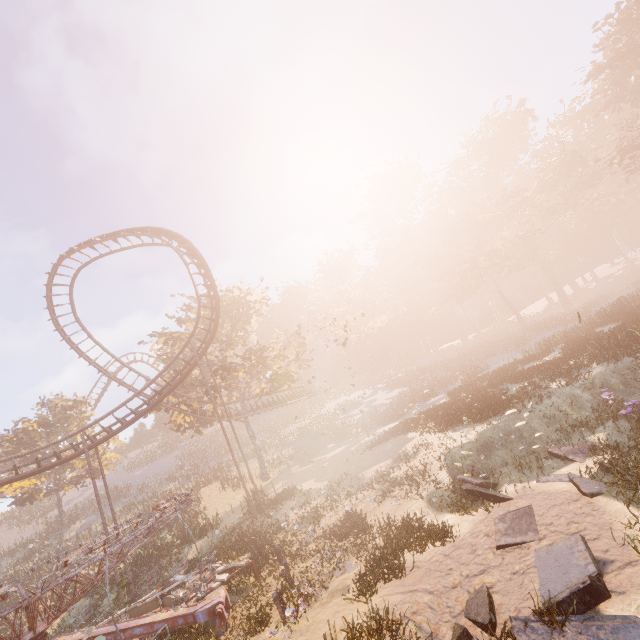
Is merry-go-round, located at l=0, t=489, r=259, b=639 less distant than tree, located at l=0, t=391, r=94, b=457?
Yes

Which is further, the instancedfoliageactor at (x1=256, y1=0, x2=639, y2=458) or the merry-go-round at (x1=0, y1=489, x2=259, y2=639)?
the instancedfoliageactor at (x1=256, y1=0, x2=639, y2=458)

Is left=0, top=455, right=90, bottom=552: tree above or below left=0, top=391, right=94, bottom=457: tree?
below

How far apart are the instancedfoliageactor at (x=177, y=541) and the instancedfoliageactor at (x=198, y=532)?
2.9 meters

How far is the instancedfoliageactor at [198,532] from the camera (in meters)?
21.43

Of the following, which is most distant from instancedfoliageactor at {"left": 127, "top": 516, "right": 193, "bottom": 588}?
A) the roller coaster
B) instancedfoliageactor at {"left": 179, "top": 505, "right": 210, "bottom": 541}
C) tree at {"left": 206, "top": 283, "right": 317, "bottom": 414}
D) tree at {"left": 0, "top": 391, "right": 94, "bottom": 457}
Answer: tree at {"left": 0, "top": 391, "right": 94, "bottom": 457}

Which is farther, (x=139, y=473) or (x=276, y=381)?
(x=139, y=473)

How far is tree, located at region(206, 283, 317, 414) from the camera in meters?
29.7
